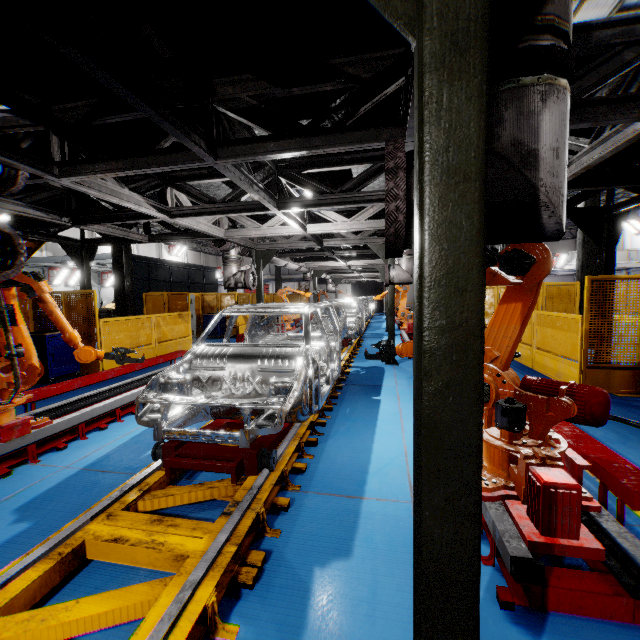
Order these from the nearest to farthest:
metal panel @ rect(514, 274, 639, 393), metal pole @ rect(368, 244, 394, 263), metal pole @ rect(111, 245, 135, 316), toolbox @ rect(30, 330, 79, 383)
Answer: metal panel @ rect(514, 274, 639, 393) < toolbox @ rect(30, 330, 79, 383) < metal pole @ rect(368, 244, 394, 263) < metal pole @ rect(111, 245, 135, 316)

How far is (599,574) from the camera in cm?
198

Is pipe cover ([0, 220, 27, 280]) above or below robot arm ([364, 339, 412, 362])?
above

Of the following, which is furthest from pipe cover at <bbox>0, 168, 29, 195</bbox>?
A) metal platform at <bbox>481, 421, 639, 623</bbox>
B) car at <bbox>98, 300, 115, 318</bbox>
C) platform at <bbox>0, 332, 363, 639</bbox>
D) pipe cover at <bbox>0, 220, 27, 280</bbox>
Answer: car at <bbox>98, 300, 115, 318</bbox>

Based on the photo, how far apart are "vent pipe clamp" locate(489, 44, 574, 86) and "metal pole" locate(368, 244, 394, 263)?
6.82m

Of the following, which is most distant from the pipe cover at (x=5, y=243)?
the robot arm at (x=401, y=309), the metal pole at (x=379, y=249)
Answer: the robot arm at (x=401, y=309)

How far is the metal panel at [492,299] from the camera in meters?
13.7

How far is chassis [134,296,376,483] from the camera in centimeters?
310cm
